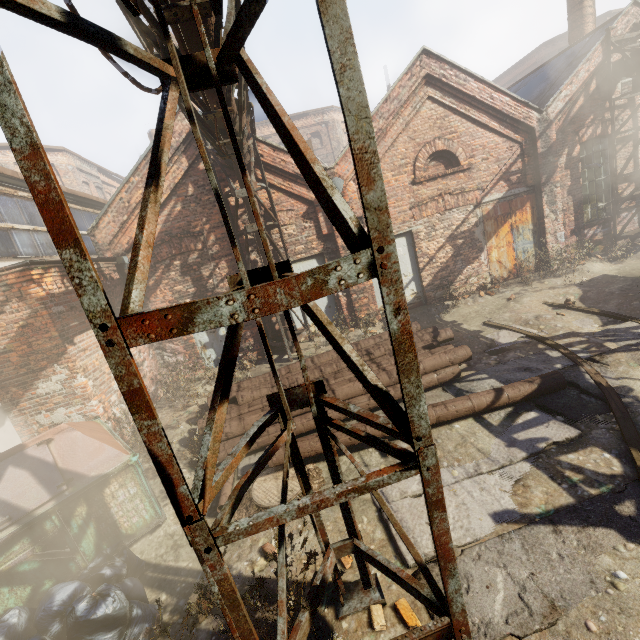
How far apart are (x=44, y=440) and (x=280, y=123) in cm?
492

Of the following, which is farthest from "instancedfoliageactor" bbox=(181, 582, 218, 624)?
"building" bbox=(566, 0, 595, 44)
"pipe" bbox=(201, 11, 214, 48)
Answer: "building" bbox=(566, 0, 595, 44)

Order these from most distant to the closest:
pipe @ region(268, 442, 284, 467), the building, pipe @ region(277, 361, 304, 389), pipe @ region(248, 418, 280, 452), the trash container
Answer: the building
pipe @ region(277, 361, 304, 389)
pipe @ region(248, 418, 280, 452)
pipe @ region(268, 442, 284, 467)
the trash container

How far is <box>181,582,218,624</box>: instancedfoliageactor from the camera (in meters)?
2.50

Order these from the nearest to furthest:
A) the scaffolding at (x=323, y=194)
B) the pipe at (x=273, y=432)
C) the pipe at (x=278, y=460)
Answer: the scaffolding at (x=323, y=194)
the pipe at (x=278, y=460)
the pipe at (x=273, y=432)

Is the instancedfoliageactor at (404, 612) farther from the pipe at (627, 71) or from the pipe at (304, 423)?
the pipe at (627, 71)

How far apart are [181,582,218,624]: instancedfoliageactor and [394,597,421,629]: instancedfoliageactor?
0.7m

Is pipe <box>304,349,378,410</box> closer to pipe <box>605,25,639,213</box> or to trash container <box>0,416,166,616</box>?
trash container <box>0,416,166,616</box>
